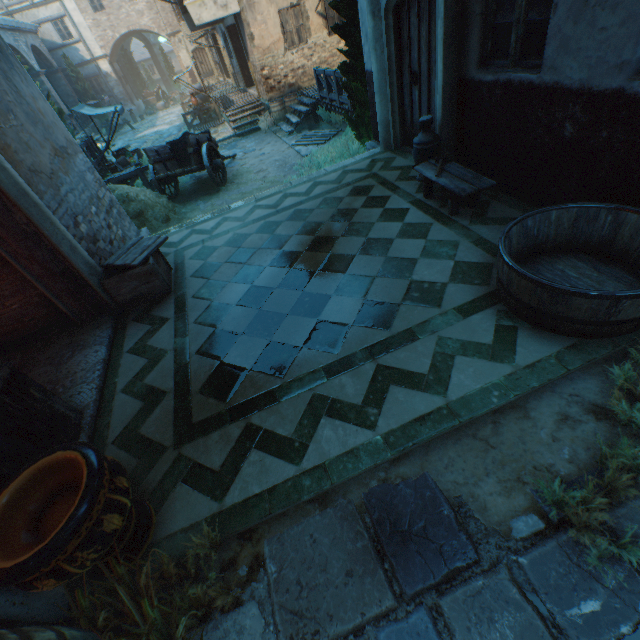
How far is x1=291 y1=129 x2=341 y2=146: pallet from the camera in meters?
11.9

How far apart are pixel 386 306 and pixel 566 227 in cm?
203

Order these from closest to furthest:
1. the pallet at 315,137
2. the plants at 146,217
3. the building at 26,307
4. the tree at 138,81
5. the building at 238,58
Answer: the building at 26,307, the plants at 146,217, the pallet at 315,137, the building at 238,58, the tree at 138,81

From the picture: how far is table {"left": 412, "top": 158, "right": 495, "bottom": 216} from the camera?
4.20m

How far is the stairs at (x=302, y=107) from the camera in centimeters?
1328cm

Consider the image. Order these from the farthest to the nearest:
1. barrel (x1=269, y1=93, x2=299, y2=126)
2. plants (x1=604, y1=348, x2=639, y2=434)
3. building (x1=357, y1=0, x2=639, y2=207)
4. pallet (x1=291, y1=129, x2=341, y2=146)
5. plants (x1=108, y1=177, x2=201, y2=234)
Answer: barrel (x1=269, y1=93, x2=299, y2=126)
pallet (x1=291, y1=129, x2=341, y2=146)
plants (x1=108, y1=177, x2=201, y2=234)
building (x1=357, y1=0, x2=639, y2=207)
plants (x1=604, y1=348, x2=639, y2=434)

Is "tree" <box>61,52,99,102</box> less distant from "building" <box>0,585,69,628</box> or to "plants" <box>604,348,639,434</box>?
"building" <box>0,585,69,628</box>

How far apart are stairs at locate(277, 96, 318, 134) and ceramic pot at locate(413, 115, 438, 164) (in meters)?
9.74
